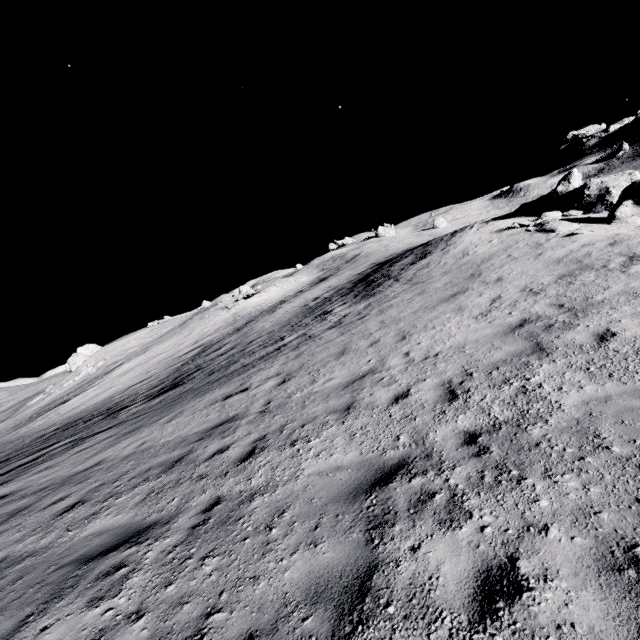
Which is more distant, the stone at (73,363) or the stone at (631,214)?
the stone at (73,363)

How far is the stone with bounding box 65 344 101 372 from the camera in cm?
5059

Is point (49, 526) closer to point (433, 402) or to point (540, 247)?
point (433, 402)

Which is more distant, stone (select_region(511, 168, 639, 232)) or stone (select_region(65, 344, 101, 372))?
stone (select_region(65, 344, 101, 372))

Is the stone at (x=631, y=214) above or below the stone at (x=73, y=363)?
below

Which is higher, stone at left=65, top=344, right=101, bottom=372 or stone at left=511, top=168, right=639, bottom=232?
stone at left=65, top=344, right=101, bottom=372
